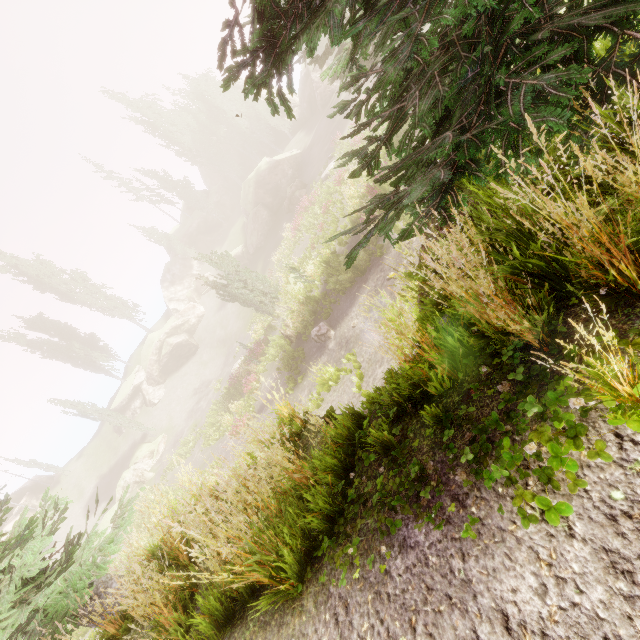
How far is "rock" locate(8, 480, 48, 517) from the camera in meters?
37.3

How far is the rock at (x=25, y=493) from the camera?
37.3 meters

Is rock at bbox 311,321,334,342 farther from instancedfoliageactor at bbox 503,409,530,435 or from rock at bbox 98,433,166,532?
rock at bbox 98,433,166,532

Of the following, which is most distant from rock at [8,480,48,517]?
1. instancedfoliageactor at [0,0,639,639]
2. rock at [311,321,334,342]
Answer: rock at [311,321,334,342]

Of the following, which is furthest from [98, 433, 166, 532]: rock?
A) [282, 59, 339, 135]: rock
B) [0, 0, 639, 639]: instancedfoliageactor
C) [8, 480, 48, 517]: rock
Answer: [8, 480, 48, 517]: rock

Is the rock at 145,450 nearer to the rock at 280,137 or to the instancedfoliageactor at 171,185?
the instancedfoliageactor at 171,185

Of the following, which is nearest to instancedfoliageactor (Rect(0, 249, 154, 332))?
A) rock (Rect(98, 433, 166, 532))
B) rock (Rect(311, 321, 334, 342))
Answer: rock (Rect(311, 321, 334, 342))

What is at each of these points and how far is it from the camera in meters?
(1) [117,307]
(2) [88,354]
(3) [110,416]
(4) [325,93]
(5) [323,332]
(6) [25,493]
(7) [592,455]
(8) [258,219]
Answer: (1) instancedfoliageactor, 43.8
(2) instancedfoliageactor, 41.0
(3) instancedfoliageactor, 33.6
(4) rock, 39.8
(5) rock, 16.5
(6) rock, 38.2
(7) instancedfoliageactor, 1.6
(8) rock, 38.5
